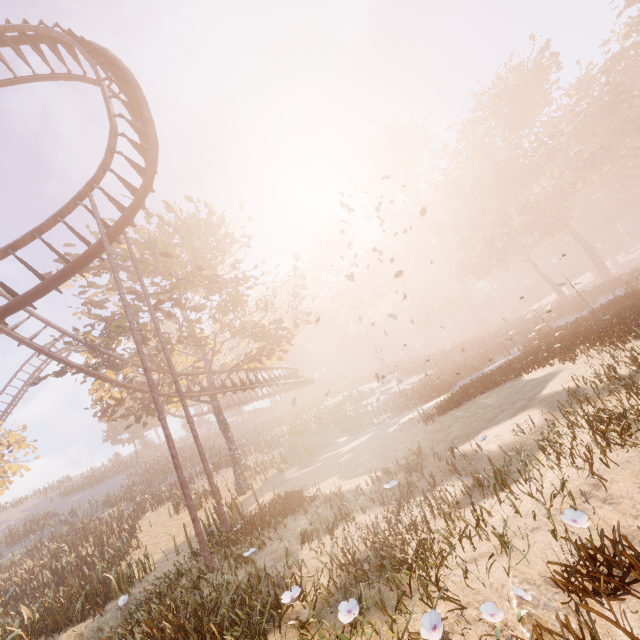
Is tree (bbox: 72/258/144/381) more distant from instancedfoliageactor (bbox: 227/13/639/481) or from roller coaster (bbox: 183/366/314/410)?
instancedfoliageactor (bbox: 227/13/639/481)

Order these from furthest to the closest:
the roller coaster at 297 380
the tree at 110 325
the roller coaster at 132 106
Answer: the roller coaster at 297 380
the tree at 110 325
the roller coaster at 132 106

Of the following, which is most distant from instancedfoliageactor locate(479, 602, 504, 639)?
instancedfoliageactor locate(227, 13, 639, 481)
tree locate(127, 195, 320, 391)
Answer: tree locate(127, 195, 320, 391)

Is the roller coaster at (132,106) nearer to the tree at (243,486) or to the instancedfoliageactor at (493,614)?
the tree at (243,486)

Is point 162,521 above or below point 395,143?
below

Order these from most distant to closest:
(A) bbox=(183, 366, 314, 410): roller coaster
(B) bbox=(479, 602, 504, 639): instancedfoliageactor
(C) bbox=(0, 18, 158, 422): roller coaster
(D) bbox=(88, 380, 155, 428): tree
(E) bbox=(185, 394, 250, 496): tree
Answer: (A) bbox=(183, 366, 314, 410): roller coaster < (E) bbox=(185, 394, 250, 496): tree < (D) bbox=(88, 380, 155, 428): tree < (C) bbox=(0, 18, 158, 422): roller coaster < (B) bbox=(479, 602, 504, 639): instancedfoliageactor

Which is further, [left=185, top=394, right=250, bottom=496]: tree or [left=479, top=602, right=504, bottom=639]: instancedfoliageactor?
[left=185, top=394, right=250, bottom=496]: tree

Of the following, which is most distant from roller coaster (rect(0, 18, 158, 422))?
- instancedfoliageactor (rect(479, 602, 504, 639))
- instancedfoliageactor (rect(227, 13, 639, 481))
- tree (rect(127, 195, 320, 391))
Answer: instancedfoliageactor (rect(227, 13, 639, 481))
